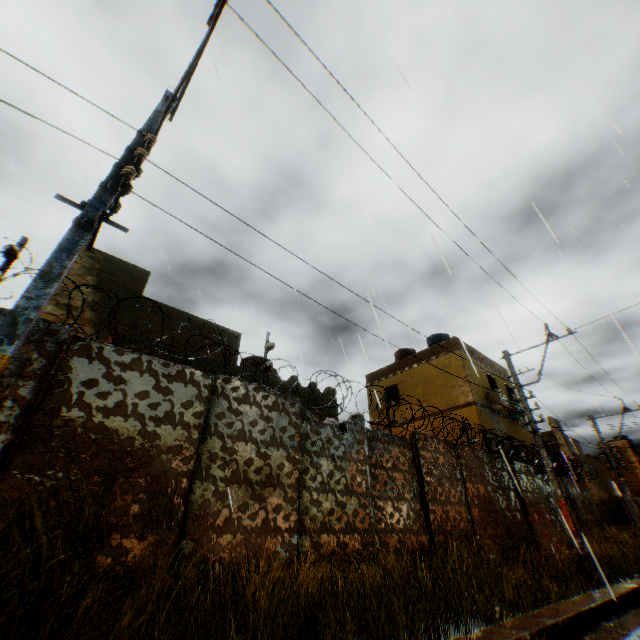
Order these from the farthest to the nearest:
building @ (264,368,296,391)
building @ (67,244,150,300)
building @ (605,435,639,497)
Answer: building @ (605,435,639,497) → building @ (264,368,296,391) → building @ (67,244,150,300)

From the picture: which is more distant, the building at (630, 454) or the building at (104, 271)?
the building at (630, 454)

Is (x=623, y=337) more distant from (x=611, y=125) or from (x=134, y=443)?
(x=134, y=443)

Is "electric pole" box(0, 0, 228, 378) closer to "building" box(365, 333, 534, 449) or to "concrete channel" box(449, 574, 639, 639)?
"concrete channel" box(449, 574, 639, 639)

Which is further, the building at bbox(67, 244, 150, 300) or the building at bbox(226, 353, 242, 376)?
the building at bbox(226, 353, 242, 376)

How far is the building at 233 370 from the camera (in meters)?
11.27

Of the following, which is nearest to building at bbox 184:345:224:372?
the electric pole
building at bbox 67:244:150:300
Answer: building at bbox 67:244:150:300
